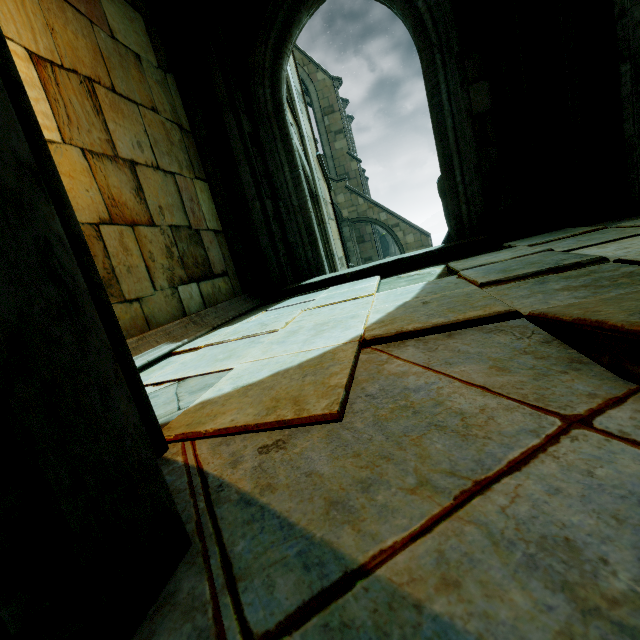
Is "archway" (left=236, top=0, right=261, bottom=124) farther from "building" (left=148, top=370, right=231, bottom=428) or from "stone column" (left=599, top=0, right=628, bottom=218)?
"stone column" (left=599, top=0, right=628, bottom=218)

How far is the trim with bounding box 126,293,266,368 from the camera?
2.91m

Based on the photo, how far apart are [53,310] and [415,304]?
2.02m

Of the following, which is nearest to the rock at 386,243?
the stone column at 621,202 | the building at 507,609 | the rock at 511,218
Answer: the rock at 511,218

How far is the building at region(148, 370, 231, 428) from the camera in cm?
157

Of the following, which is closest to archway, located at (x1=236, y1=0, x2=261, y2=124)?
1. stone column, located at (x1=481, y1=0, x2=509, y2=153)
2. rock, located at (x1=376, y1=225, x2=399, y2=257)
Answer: stone column, located at (x1=481, y1=0, x2=509, y2=153)

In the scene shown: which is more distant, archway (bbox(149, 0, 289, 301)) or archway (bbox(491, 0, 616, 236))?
archway (bbox(149, 0, 289, 301))

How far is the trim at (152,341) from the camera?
2.9m
